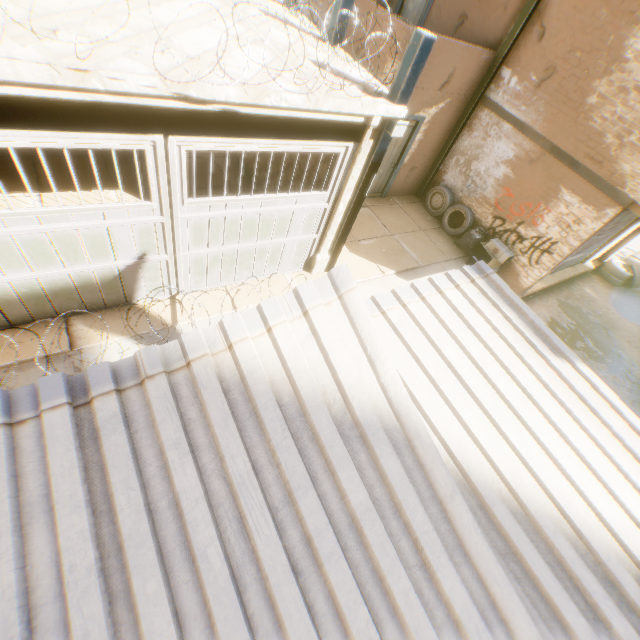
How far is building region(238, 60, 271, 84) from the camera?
3.8 meters

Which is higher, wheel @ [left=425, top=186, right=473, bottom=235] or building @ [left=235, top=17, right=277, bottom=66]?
building @ [left=235, top=17, right=277, bottom=66]

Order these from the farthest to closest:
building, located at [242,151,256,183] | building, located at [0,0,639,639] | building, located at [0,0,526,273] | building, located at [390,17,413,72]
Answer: building, located at [242,151,256,183] → building, located at [390,17,413,72] → building, located at [0,0,526,273] → building, located at [0,0,639,639]

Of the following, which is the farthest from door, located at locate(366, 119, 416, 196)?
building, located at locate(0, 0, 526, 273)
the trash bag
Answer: the trash bag

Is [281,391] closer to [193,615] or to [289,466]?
[289,466]

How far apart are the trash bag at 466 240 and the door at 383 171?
1.91m

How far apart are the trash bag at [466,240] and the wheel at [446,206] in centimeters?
8cm
